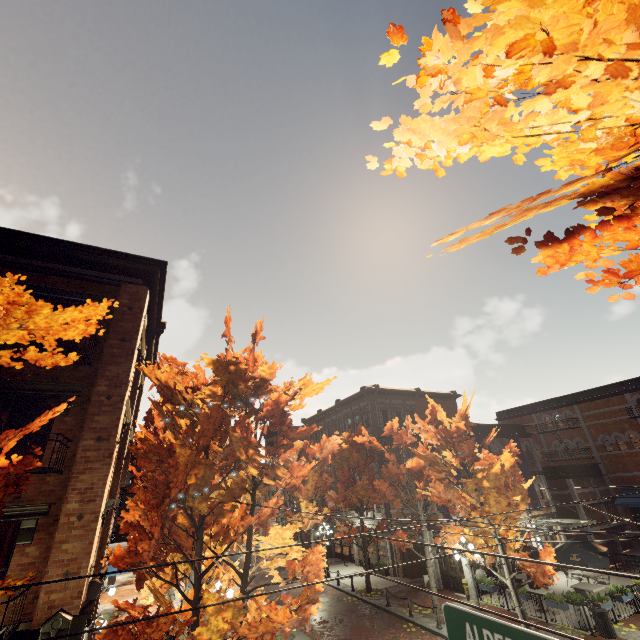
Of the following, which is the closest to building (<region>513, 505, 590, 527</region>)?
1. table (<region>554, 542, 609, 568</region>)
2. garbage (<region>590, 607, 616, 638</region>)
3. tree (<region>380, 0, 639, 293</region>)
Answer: tree (<region>380, 0, 639, 293</region>)

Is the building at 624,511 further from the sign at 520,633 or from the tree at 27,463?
the sign at 520,633

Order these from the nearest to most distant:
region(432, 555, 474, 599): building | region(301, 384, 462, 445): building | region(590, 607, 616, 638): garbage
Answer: region(590, 607, 616, 638): garbage, region(432, 555, 474, 599): building, region(301, 384, 462, 445): building

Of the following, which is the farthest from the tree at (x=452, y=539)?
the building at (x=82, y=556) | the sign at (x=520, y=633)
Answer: the sign at (x=520, y=633)

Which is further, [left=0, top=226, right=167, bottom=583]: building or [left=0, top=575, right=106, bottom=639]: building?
[left=0, top=226, right=167, bottom=583]: building

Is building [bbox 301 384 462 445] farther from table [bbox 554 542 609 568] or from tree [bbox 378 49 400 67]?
table [bbox 554 542 609 568]

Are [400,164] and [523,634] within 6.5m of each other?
yes
